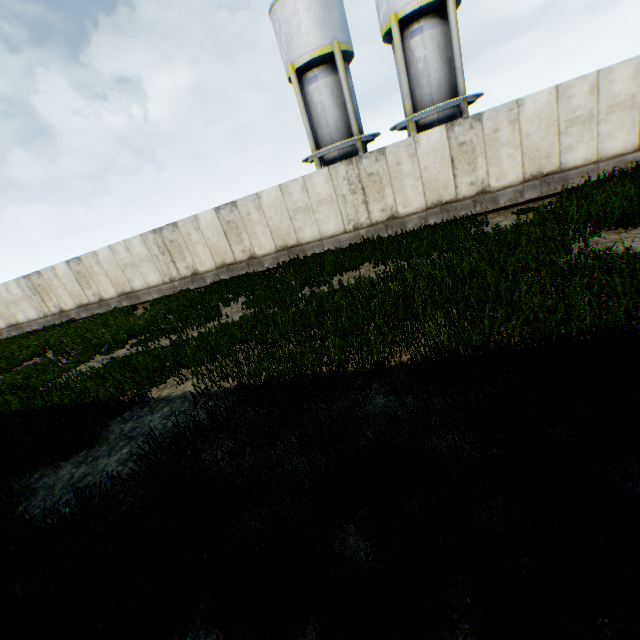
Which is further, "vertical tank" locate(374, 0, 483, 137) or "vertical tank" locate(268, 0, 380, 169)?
"vertical tank" locate(268, 0, 380, 169)

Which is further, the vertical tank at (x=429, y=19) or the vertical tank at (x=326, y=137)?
the vertical tank at (x=326, y=137)

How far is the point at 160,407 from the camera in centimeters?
619cm
